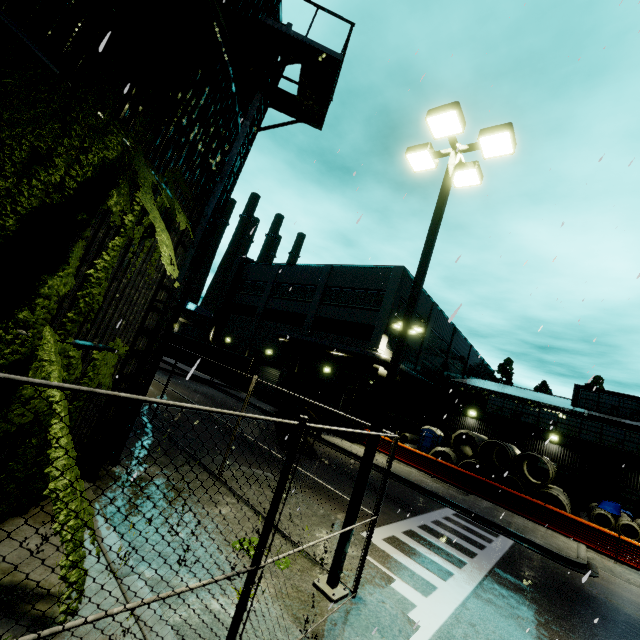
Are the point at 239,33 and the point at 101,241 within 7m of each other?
yes

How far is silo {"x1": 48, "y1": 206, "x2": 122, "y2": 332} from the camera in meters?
4.7 m

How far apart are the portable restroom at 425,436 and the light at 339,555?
22.7 meters

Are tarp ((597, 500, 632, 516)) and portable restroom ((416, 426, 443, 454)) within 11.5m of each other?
yes

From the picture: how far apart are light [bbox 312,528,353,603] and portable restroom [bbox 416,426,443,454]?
22.74m

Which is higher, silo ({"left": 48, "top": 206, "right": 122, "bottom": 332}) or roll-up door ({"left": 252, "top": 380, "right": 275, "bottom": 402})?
silo ({"left": 48, "top": 206, "right": 122, "bottom": 332})

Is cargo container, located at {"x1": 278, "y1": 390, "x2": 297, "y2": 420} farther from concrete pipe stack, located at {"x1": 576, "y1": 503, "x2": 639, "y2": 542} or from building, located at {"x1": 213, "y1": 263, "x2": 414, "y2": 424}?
building, located at {"x1": 213, "y1": 263, "x2": 414, "y2": 424}

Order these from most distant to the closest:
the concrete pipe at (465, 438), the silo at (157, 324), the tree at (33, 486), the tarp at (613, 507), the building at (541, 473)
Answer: the building at (541, 473) < the concrete pipe at (465, 438) < the tarp at (613, 507) < the silo at (157, 324) < the tree at (33, 486)
